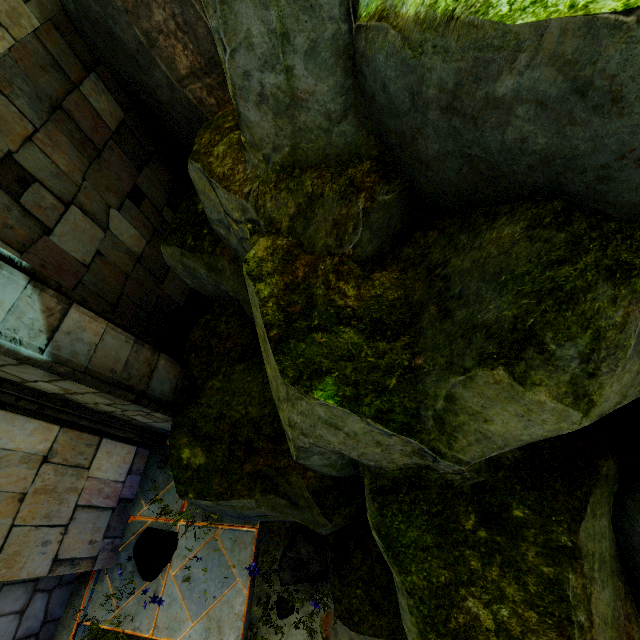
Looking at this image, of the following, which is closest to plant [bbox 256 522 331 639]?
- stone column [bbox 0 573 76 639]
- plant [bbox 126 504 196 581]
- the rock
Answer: the rock

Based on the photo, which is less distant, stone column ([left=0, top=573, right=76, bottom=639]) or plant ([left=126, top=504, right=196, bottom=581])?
stone column ([left=0, top=573, right=76, bottom=639])

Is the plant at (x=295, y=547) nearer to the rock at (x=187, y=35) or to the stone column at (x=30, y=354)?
the rock at (x=187, y=35)

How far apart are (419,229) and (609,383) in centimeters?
133cm

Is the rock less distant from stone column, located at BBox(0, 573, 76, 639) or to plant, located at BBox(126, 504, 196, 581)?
plant, located at BBox(126, 504, 196, 581)

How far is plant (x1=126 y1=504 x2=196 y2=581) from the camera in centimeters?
411cm

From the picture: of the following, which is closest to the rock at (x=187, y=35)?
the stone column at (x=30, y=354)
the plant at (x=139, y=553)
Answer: the stone column at (x=30, y=354)

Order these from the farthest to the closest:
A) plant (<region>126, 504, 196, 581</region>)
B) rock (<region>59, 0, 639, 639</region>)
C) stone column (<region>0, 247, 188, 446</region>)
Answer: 1. plant (<region>126, 504, 196, 581</region>)
2. stone column (<region>0, 247, 188, 446</region>)
3. rock (<region>59, 0, 639, 639</region>)
